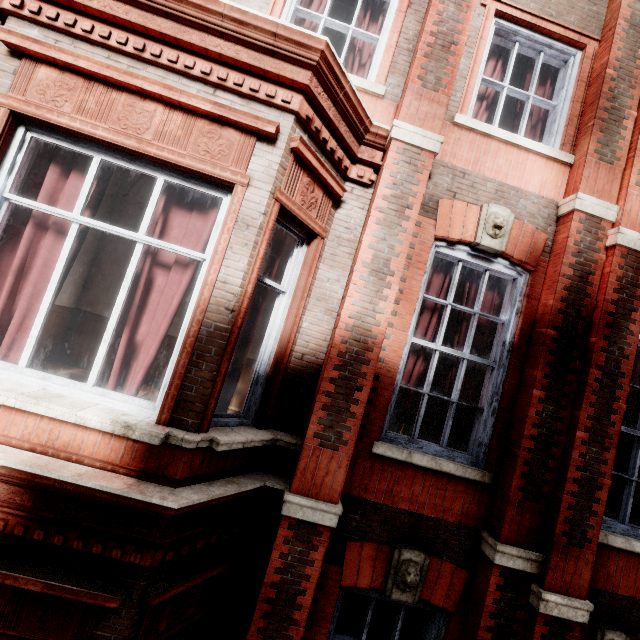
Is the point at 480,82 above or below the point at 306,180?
above
